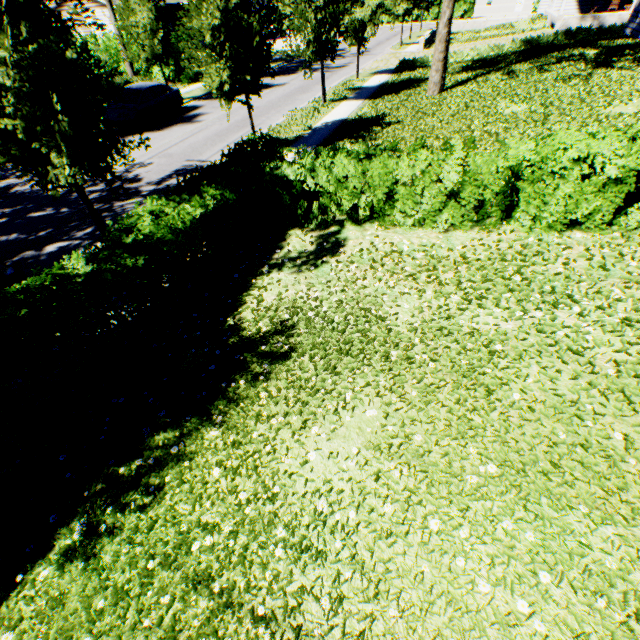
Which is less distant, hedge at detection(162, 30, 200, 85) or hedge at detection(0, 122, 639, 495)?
hedge at detection(0, 122, 639, 495)

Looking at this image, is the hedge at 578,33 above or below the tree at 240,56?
below

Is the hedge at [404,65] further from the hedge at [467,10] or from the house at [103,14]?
the hedge at [467,10]

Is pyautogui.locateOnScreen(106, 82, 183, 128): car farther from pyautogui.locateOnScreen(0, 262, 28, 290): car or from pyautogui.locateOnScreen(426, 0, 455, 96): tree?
pyautogui.locateOnScreen(0, 262, 28, 290): car

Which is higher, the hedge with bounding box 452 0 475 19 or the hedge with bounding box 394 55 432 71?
the hedge with bounding box 452 0 475 19

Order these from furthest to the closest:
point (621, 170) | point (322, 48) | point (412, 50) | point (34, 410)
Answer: point (412, 50) < point (322, 48) < point (621, 170) < point (34, 410)

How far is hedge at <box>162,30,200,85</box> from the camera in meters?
24.9

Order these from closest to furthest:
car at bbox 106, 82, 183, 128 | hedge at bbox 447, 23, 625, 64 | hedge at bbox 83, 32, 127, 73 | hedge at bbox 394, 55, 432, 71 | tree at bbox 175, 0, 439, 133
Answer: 1. tree at bbox 175, 0, 439, 133
2. car at bbox 106, 82, 183, 128
3. hedge at bbox 447, 23, 625, 64
4. hedge at bbox 394, 55, 432, 71
5. hedge at bbox 83, 32, 127, 73
